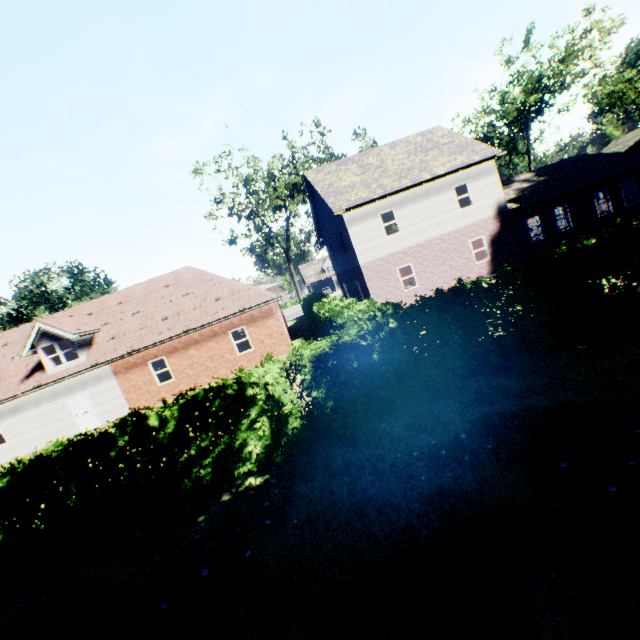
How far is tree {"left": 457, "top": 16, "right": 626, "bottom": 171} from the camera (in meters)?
28.49

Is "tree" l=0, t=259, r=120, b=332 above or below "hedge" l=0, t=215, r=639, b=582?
above

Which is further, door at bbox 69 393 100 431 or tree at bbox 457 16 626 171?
tree at bbox 457 16 626 171

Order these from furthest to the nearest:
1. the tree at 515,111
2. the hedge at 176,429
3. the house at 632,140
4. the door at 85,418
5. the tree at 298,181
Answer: the house at 632,140, the tree at 298,181, the tree at 515,111, the door at 85,418, the hedge at 176,429

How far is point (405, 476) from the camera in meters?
5.4

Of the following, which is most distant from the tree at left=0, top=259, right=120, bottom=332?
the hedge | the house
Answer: the house

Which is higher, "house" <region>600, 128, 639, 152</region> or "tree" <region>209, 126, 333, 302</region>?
"tree" <region>209, 126, 333, 302</region>

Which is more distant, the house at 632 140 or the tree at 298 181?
the house at 632 140
